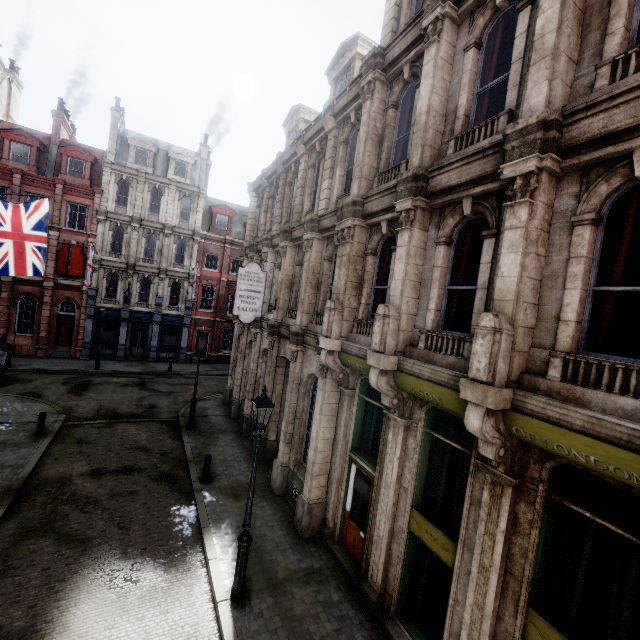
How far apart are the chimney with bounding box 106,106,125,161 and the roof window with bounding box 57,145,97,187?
0.8 meters

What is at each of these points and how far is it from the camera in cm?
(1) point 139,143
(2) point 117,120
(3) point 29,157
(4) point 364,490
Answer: (1) roof window, 2817
(2) chimney, 2770
(3) roof window, 2506
(4) sign, 872

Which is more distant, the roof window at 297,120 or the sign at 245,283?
the roof window at 297,120

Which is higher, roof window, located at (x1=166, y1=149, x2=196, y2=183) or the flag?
roof window, located at (x1=166, y1=149, x2=196, y2=183)

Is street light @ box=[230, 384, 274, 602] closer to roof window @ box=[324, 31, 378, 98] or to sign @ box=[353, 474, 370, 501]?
sign @ box=[353, 474, 370, 501]

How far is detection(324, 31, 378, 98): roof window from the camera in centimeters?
1175cm

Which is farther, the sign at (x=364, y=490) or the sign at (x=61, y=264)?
the sign at (x=61, y=264)

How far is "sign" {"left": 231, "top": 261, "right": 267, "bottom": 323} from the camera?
12.9 meters
